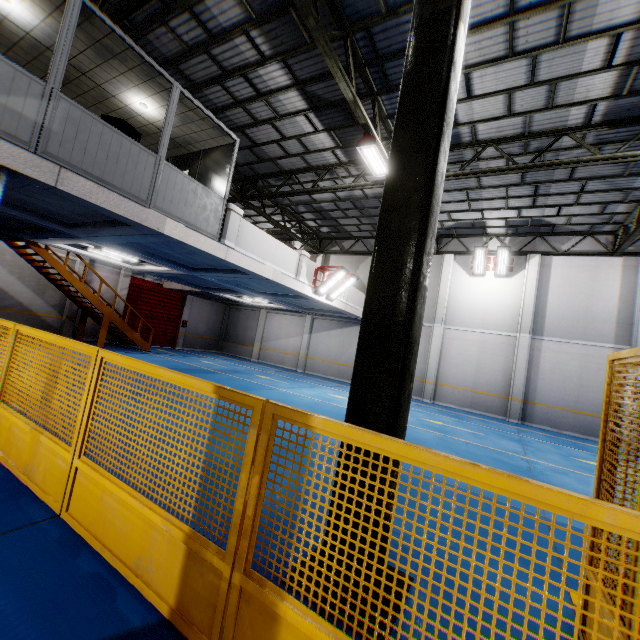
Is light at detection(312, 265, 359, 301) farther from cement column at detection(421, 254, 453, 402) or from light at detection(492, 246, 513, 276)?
light at detection(492, 246, 513, 276)

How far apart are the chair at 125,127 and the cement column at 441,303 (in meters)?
14.73

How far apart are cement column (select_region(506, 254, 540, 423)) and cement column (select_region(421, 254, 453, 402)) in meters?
3.2 m

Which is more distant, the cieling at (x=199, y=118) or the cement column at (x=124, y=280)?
the cement column at (x=124, y=280)

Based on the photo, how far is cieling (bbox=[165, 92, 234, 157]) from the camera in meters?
8.0

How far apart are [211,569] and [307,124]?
12.1 meters

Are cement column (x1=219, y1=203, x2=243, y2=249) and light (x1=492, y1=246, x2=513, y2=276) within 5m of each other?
no

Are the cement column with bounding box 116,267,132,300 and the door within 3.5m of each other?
yes
